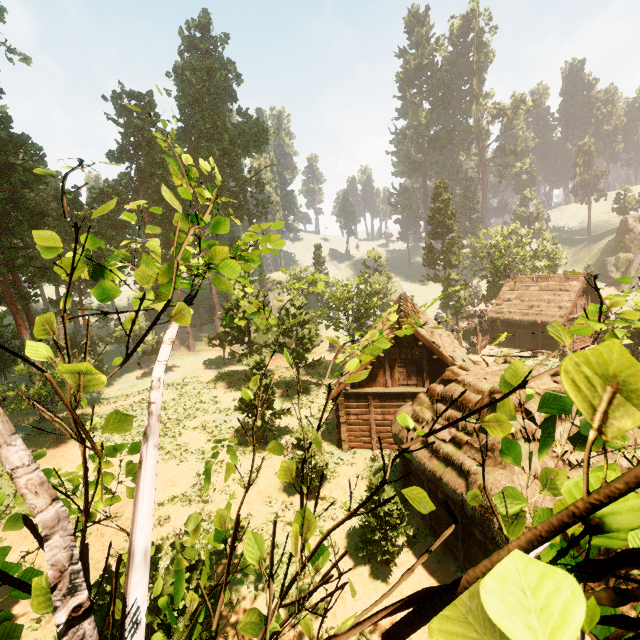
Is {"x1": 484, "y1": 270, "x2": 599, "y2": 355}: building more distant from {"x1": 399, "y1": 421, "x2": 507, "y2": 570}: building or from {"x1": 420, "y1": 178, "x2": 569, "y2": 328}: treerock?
{"x1": 399, "y1": 421, "x2": 507, "y2": 570}: building

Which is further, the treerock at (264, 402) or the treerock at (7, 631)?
the treerock at (7, 631)

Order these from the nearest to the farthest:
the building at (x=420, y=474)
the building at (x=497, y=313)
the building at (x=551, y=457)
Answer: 1. the building at (x=551, y=457)
2. the building at (x=420, y=474)
3. the building at (x=497, y=313)

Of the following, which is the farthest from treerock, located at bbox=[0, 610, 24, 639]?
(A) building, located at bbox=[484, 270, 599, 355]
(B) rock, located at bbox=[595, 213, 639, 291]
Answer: (B) rock, located at bbox=[595, 213, 639, 291]

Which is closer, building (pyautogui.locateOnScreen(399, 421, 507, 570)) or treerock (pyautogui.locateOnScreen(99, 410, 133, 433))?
treerock (pyautogui.locateOnScreen(99, 410, 133, 433))

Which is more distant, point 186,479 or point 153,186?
point 153,186

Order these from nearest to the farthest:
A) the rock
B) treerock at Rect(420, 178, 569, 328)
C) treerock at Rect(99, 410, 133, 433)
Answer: treerock at Rect(99, 410, 133, 433), treerock at Rect(420, 178, 569, 328), the rock

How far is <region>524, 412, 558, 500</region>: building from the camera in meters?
8.8
